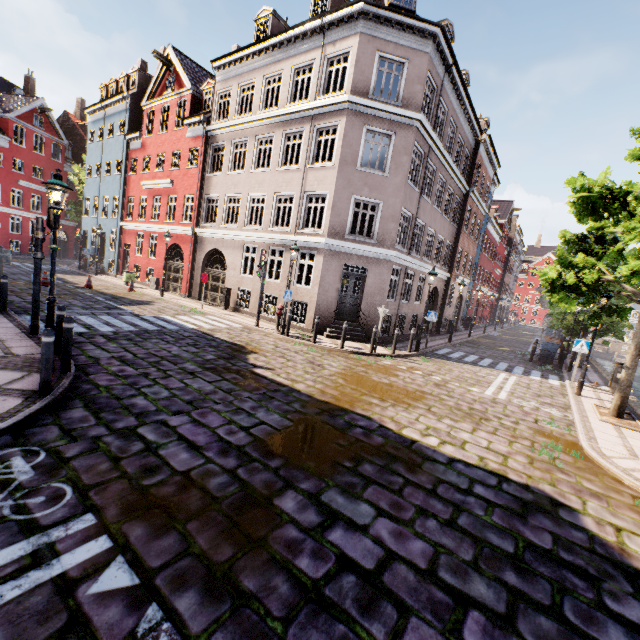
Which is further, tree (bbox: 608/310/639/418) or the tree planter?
tree (bbox: 608/310/639/418)

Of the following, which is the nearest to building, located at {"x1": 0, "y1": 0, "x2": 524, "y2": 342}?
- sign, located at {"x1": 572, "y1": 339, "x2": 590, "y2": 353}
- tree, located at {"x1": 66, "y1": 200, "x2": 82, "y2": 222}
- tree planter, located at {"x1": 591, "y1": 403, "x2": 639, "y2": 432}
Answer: tree, located at {"x1": 66, "y1": 200, "x2": 82, "y2": 222}

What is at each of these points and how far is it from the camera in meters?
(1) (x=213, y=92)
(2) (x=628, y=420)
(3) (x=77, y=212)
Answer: (1) building, 19.1 m
(2) tree planter, 9.4 m
(3) tree, 31.2 m

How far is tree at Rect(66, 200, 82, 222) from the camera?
31.1 meters

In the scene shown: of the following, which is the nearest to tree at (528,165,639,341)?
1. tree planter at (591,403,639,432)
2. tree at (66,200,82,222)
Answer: tree planter at (591,403,639,432)

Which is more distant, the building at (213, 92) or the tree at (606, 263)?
the building at (213, 92)

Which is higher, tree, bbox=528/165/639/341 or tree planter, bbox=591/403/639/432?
tree, bbox=528/165/639/341

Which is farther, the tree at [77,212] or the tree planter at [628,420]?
the tree at [77,212]
